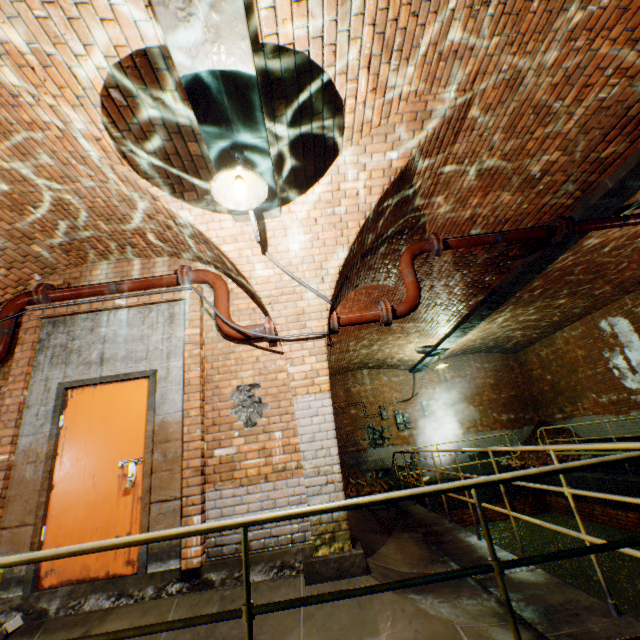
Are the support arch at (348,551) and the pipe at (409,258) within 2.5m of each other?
yes

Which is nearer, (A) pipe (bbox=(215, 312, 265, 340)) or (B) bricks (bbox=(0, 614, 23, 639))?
(B) bricks (bbox=(0, 614, 23, 639))

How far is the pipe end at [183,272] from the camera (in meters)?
4.55

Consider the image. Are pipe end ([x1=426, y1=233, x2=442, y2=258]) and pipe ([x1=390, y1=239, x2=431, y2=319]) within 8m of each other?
yes

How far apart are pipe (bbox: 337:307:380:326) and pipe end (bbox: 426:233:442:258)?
1.3m

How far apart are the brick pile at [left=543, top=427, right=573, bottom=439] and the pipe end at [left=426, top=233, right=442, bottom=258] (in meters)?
10.67

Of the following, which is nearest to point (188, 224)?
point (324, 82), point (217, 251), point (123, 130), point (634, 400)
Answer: point (217, 251)

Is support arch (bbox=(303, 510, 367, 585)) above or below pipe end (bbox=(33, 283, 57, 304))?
below
